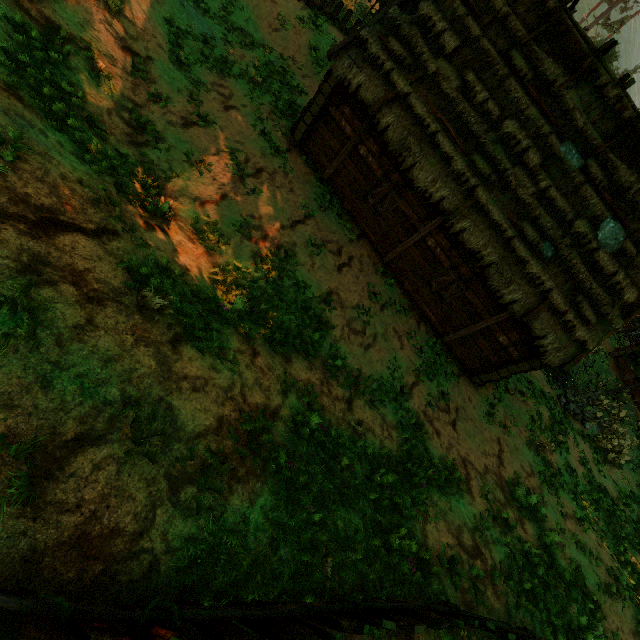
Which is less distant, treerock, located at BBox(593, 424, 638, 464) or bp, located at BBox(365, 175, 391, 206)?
bp, located at BBox(365, 175, 391, 206)

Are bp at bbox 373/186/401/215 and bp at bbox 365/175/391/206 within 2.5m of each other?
yes

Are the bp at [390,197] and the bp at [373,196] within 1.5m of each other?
yes

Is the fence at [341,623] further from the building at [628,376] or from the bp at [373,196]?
the bp at [373,196]

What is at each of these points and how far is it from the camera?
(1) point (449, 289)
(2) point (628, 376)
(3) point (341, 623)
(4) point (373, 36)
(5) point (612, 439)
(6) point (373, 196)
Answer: (1) bp, 12.0m
(2) building, 22.2m
(3) fence, 3.5m
(4) building, 9.6m
(5) treerock, 17.0m
(6) bp, 11.8m

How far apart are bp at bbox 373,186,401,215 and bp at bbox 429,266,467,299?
2.96m

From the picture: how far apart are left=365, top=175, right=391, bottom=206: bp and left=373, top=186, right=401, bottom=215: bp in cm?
23

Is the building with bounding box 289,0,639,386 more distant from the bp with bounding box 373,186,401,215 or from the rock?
the rock
